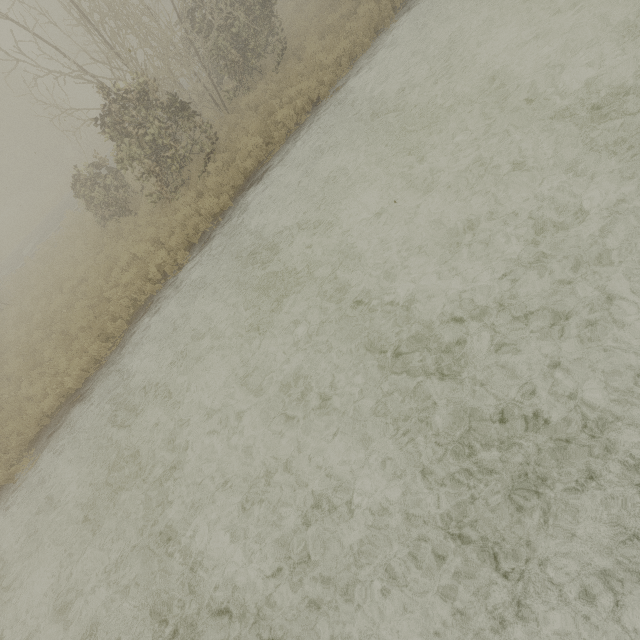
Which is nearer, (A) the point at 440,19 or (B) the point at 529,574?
(B) the point at 529,574
